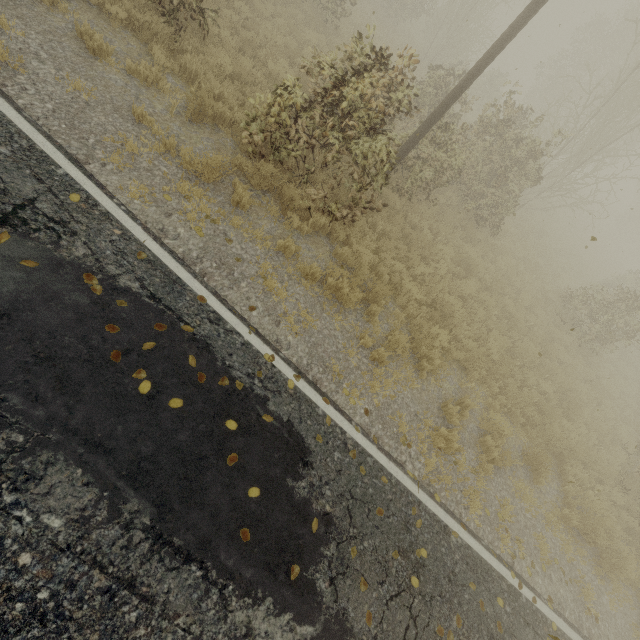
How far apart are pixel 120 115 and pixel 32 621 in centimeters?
677cm

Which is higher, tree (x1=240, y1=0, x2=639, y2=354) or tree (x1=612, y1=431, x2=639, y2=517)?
tree (x1=240, y1=0, x2=639, y2=354)

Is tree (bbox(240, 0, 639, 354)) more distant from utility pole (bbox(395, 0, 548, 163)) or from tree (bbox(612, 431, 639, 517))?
utility pole (bbox(395, 0, 548, 163))

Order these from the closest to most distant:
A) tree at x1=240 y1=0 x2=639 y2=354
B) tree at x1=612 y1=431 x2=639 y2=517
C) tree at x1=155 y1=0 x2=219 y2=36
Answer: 1. tree at x1=240 y1=0 x2=639 y2=354
2. tree at x1=155 y1=0 x2=219 y2=36
3. tree at x1=612 y1=431 x2=639 y2=517

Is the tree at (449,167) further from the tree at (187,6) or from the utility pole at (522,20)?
the tree at (187,6)

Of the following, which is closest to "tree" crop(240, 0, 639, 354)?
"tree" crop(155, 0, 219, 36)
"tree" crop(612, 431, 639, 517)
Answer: "tree" crop(612, 431, 639, 517)

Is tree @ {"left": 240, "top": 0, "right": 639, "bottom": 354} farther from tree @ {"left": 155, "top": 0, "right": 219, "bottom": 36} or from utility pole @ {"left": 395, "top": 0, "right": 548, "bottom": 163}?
tree @ {"left": 155, "top": 0, "right": 219, "bottom": 36}

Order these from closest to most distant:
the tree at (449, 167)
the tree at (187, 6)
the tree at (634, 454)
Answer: the tree at (449, 167) → the tree at (187, 6) → the tree at (634, 454)
